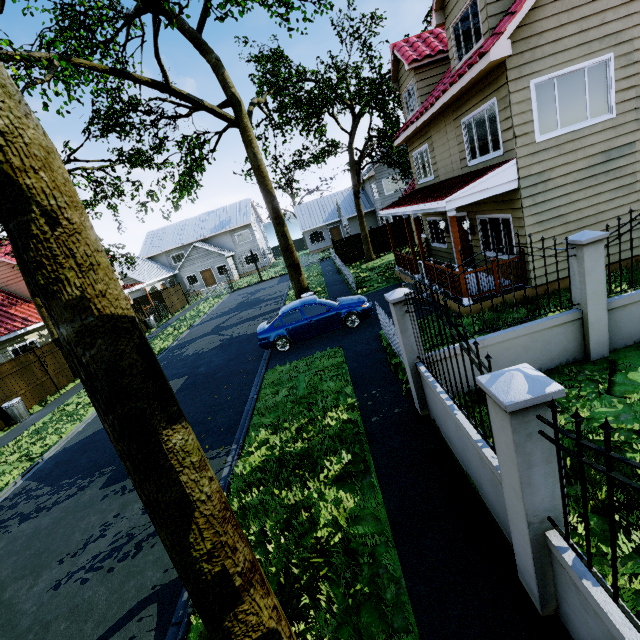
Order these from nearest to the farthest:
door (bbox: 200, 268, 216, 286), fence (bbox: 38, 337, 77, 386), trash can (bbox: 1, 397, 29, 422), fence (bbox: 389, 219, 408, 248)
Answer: trash can (bbox: 1, 397, 29, 422) → fence (bbox: 38, 337, 77, 386) → fence (bbox: 389, 219, 408, 248) → door (bbox: 200, 268, 216, 286)

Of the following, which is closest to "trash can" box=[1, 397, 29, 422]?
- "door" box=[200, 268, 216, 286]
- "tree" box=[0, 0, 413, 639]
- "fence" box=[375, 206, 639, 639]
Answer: "fence" box=[375, 206, 639, 639]

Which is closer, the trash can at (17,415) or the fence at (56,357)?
the trash can at (17,415)

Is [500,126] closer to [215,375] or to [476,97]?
[476,97]

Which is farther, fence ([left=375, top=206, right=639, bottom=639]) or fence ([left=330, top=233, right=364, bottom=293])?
fence ([left=330, top=233, right=364, bottom=293])

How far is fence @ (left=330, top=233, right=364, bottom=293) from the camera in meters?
18.4 m

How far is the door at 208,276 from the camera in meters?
39.6 m

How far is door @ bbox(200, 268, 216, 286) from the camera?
39.62m
